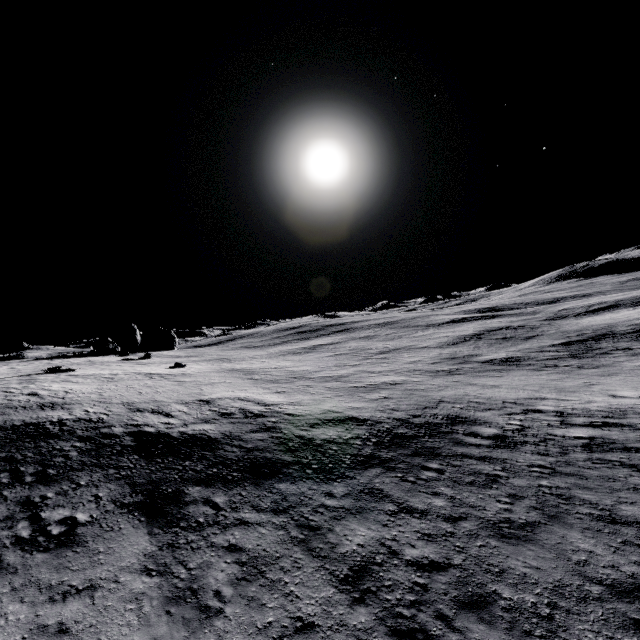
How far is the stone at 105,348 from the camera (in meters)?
42.75

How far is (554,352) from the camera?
29.94m

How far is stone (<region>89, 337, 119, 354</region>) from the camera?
42.8m
